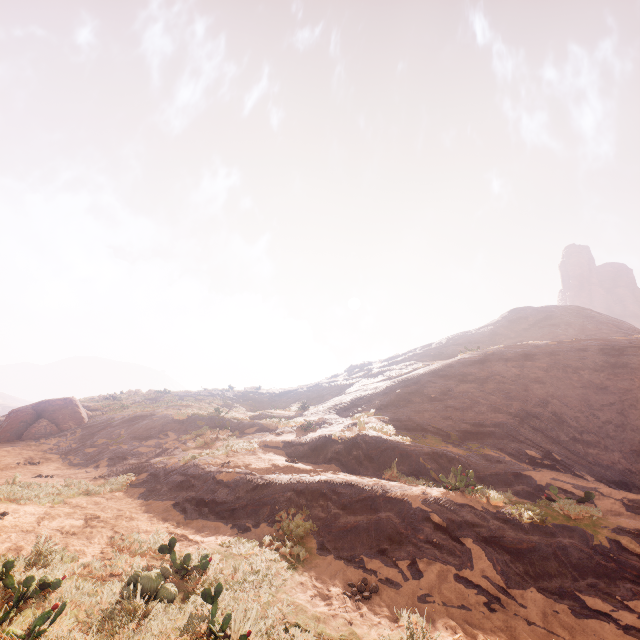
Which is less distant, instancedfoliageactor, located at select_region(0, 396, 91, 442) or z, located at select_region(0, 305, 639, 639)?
z, located at select_region(0, 305, 639, 639)

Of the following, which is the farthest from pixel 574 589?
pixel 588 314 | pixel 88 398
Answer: pixel 88 398

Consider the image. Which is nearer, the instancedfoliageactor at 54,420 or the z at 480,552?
the z at 480,552
